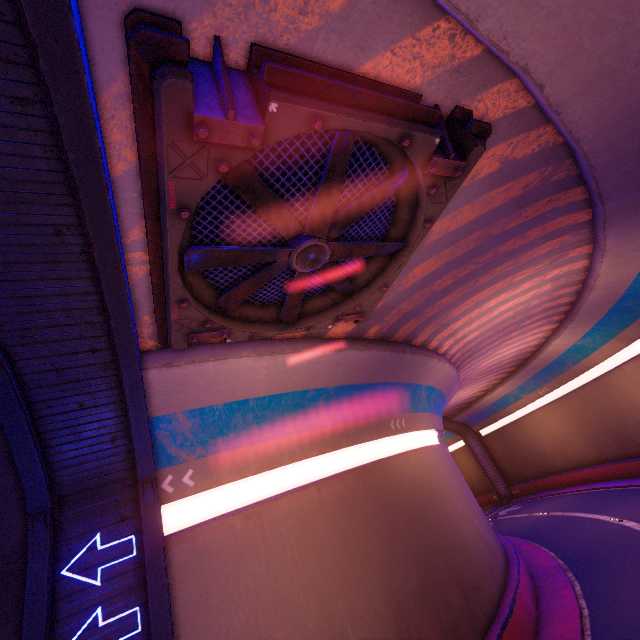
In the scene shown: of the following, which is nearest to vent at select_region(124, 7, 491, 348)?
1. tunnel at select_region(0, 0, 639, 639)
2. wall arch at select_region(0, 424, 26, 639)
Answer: tunnel at select_region(0, 0, 639, 639)

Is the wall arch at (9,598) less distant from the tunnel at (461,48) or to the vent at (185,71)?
the tunnel at (461,48)

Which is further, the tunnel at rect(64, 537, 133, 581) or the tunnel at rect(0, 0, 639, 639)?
the tunnel at rect(64, 537, 133, 581)

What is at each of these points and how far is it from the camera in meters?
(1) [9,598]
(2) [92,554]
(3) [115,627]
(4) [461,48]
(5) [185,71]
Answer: (1) wall arch, 6.6 m
(2) tunnel, 7.3 m
(3) tunnel, 6.7 m
(4) tunnel, 4.9 m
(5) vent, 3.4 m

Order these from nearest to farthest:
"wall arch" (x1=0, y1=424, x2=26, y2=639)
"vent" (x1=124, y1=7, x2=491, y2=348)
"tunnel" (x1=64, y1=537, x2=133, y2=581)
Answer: "vent" (x1=124, y1=7, x2=491, y2=348) → "wall arch" (x1=0, y1=424, x2=26, y2=639) → "tunnel" (x1=64, y1=537, x2=133, y2=581)

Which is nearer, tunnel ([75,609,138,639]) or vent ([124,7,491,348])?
vent ([124,7,491,348])

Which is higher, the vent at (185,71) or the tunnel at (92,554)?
the vent at (185,71)

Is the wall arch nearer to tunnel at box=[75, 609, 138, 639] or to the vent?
tunnel at box=[75, 609, 138, 639]
